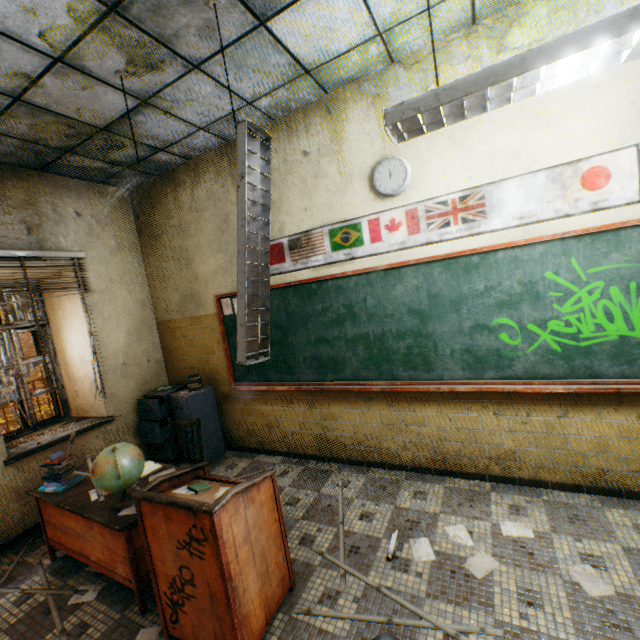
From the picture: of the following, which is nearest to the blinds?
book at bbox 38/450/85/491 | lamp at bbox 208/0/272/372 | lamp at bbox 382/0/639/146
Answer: lamp at bbox 208/0/272/372

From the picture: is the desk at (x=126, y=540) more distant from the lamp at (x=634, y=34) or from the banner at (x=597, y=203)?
the lamp at (x=634, y=34)

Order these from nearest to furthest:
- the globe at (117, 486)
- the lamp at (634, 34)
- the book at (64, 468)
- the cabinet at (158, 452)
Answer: the lamp at (634, 34) → the globe at (117, 486) → the book at (64, 468) → the cabinet at (158, 452)

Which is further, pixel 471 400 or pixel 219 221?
pixel 219 221

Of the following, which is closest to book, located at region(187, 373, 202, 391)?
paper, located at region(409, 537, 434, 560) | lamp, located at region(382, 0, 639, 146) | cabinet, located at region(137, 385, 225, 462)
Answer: cabinet, located at region(137, 385, 225, 462)

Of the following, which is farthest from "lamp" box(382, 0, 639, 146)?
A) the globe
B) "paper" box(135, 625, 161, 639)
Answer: "paper" box(135, 625, 161, 639)

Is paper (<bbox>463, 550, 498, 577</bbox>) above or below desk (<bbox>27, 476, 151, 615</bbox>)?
below

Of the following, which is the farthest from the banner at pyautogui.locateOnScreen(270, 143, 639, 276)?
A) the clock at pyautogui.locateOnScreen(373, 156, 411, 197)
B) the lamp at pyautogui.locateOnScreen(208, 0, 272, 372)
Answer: the lamp at pyautogui.locateOnScreen(208, 0, 272, 372)
